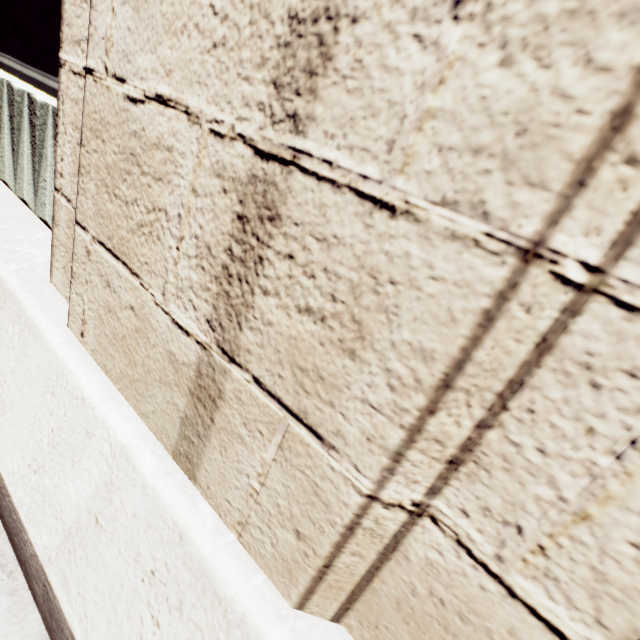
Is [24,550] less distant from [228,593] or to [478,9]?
[228,593]
